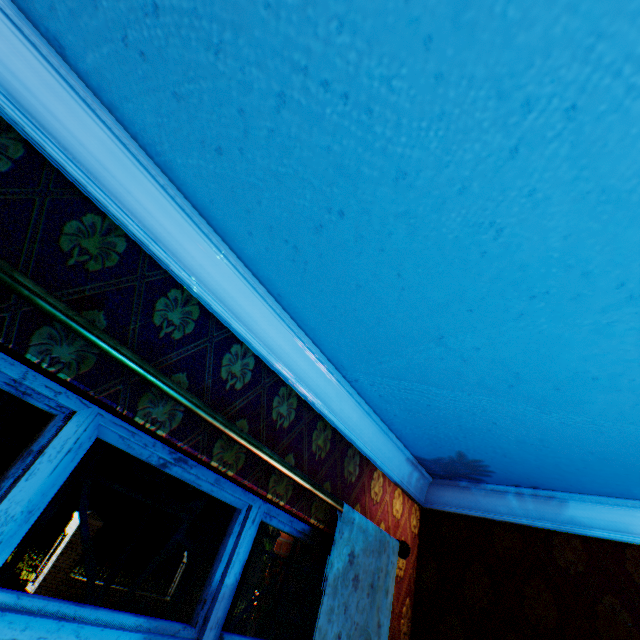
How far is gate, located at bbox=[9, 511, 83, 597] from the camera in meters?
10.8

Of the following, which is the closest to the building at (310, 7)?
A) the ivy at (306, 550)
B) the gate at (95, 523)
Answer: the ivy at (306, 550)

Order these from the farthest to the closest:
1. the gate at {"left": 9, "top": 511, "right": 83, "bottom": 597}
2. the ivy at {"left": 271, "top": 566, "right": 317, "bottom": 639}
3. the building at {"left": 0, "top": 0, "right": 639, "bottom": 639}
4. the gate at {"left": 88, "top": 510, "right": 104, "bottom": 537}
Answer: the gate at {"left": 88, "top": 510, "right": 104, "bottom": 537}
the gate at {"left": 9, "top": 511, "right": 83, "bottom": 597}
the ivy at {"left": 271, "top": 566, "right": 317, "bottom": 639}
the building at {"left": 0, "top": 0, "right": 639, "bottom": 639}

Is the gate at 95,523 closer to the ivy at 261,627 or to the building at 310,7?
the building at 310,7

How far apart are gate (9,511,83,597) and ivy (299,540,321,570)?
12.3m

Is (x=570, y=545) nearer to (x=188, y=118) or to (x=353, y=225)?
(x=353, y=225)

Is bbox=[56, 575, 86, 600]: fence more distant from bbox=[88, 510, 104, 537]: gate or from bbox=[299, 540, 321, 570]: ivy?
bbox=[299, 540, 321, 570]: ivy

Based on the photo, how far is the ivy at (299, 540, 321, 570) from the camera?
3.3m
